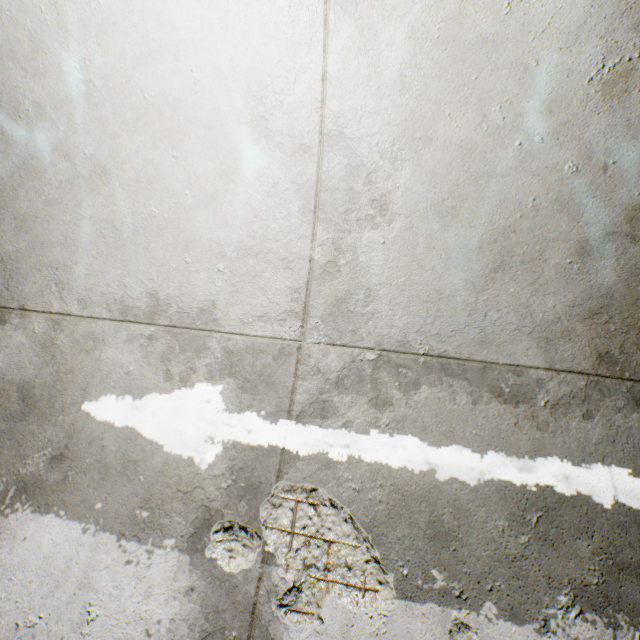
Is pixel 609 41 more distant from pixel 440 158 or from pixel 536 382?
pixel 536 382
